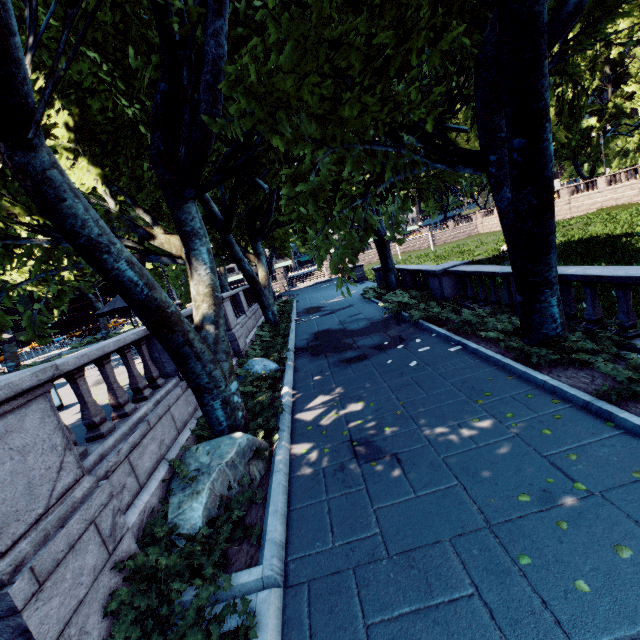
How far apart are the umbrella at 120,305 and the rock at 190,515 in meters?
10.9

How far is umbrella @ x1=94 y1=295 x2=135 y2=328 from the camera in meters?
14.5 m

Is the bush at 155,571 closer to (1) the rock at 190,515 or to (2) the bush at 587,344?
(1) the rock at 190,515

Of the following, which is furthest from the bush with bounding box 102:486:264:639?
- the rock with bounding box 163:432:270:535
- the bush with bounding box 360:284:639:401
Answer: the bush with bounding box 360:284:639:401

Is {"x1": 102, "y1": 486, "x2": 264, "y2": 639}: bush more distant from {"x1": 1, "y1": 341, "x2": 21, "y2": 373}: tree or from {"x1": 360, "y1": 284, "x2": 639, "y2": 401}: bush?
{"x1": 360, "y1": 284, "x2": 639, "y2": 401}: bush

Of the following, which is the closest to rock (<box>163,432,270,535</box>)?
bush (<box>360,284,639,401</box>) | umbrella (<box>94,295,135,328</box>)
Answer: bush (<box>360,284,639,401</box>)

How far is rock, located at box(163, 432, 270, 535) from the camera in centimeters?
453cm

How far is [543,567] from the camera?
3.16m
